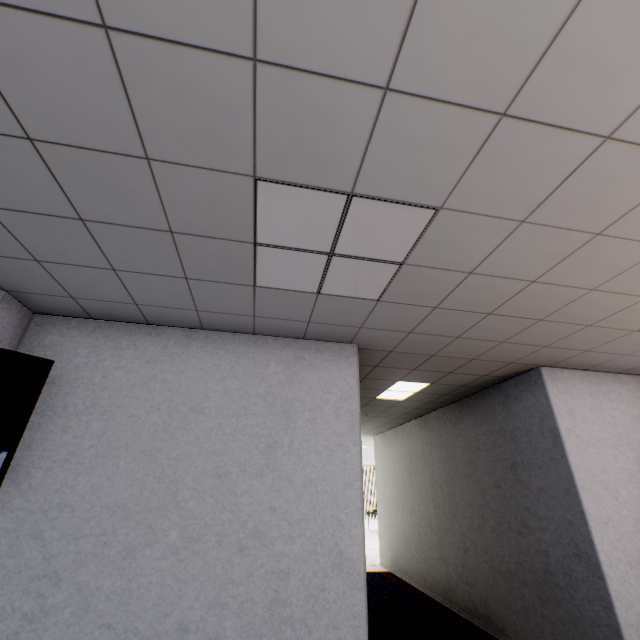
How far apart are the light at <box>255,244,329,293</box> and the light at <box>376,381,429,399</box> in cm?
235

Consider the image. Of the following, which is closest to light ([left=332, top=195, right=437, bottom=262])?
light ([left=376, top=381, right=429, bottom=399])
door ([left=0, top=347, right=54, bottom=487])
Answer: door ([left=0, top=347, right=54, bottom=487])

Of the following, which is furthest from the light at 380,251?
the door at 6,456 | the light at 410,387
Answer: the light at 410,387

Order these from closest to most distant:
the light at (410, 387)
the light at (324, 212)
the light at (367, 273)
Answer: the light at (324, 212)
the light at (367, 273)
the light at (410, 387)

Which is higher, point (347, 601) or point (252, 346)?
point (252, 346)

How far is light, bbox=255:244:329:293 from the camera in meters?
2.1
